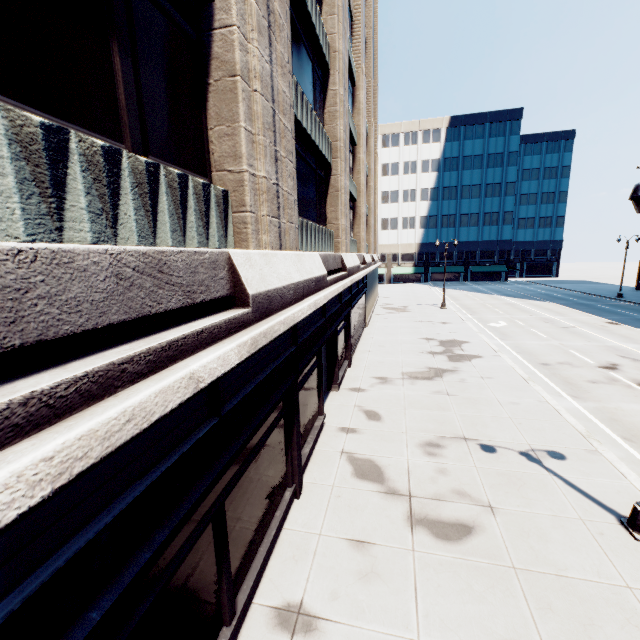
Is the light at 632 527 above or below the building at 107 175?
below

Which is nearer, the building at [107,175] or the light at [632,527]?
the building at [107,175]

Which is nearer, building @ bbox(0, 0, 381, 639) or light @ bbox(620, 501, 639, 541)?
building @ bbox(0, 0, 381, 639)

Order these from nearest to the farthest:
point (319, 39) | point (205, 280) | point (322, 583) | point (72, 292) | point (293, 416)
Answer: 1. point (72, 292)
2. point (205, 280)
3. point (322, 583)
4. point (293, 416)
5. point (319, 39)

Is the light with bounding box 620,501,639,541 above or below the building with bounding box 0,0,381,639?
below
